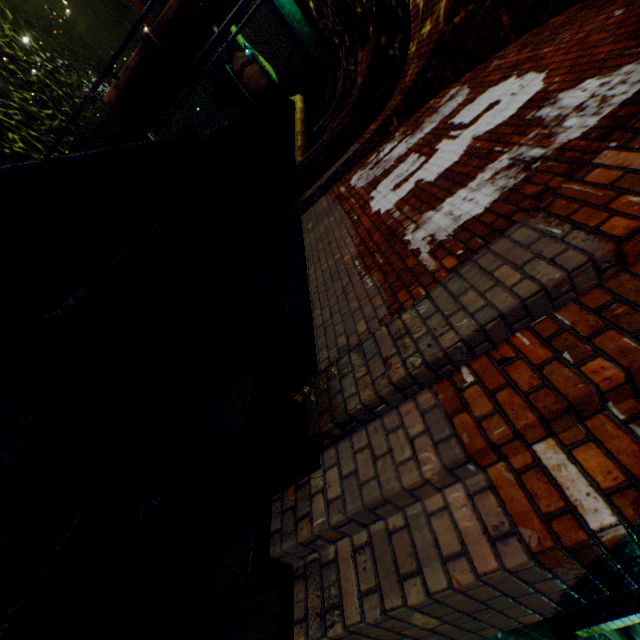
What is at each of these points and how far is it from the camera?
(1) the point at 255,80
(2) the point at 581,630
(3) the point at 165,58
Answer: (1) pipe, 11.9m
(2) support arch, 4.1m
(3) pipe end, 6.4m

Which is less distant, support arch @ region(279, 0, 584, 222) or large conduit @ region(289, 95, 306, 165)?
support arch @ region(279, 0, 584, 222)

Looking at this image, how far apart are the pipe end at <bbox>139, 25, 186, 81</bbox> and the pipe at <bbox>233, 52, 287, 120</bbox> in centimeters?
527cm

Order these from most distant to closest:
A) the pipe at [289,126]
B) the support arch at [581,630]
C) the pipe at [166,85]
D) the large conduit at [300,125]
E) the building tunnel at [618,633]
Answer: the pipe at [289,126]
the large conduit at [300,125]
the pipe at [166,85]
the building tunnel at [618,633]
the support arch at [581,630]

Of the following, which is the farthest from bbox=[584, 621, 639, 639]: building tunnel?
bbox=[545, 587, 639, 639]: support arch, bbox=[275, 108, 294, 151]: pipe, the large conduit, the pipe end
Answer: bbox=[275, 108, 294, 151]: pipe

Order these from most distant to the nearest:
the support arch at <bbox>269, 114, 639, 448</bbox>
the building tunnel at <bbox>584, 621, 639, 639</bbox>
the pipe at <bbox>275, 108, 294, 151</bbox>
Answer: the pipe at <bbox>275, 108, 294, 151</bbox>, the building tunnel at <bbox>584, 621, 639, 639</bbox>, the support arch at <bbox>269, 114, 639, 448</bbox>

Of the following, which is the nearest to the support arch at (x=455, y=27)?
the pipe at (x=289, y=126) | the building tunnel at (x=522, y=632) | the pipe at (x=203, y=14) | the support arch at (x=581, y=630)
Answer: the building tunnel at (x=522, y=632)

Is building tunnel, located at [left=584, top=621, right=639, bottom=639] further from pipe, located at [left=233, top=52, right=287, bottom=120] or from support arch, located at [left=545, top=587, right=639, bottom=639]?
pipe, located at [left=233, top=52, right=287, bottom=120]
